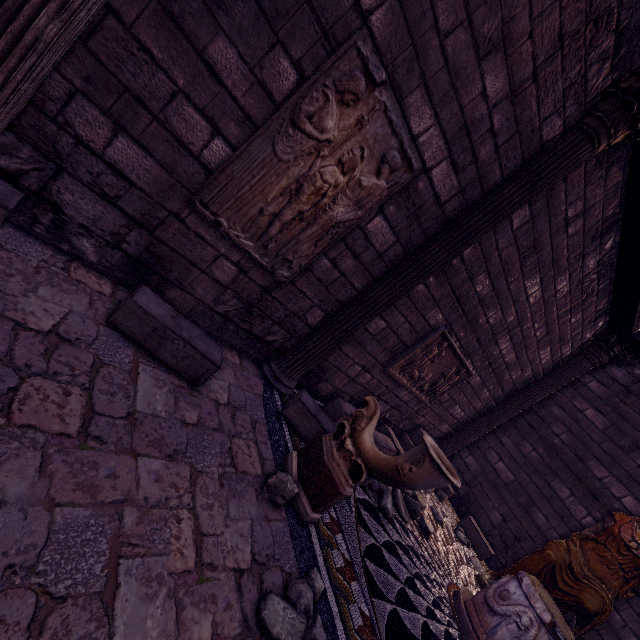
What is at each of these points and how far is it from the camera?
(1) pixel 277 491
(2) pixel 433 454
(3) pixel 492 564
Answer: (1) rocks, 2.55m
(2) sculpture, 2.23m
(3) building, 6.33m

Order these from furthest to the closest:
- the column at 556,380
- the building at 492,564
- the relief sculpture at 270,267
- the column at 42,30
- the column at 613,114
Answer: the column at 556,380, the building at 492,564, the column at 613,114, the relief sculpture at 270,267, the column at 42,30

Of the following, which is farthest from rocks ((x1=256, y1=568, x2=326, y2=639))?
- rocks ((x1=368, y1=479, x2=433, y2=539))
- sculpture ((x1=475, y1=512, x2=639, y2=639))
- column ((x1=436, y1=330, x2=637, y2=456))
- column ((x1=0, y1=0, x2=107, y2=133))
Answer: column ((x1=436, y1=330, x2=637, y2=456))

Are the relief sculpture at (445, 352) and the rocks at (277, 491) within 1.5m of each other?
no

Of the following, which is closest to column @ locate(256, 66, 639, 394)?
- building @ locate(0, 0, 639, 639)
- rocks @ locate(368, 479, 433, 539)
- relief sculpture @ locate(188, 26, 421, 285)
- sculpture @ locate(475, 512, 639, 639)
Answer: building @ locate(0, 0, 639, 639)

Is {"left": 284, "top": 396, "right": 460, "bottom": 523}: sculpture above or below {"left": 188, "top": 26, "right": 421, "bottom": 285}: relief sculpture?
below

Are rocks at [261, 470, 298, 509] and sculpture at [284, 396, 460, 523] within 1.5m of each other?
yes

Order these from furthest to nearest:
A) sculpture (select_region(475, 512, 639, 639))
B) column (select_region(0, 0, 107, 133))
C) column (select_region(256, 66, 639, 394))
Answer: sculpture (select_region(475, 512, 639, 639)) → column (select_region(256, 66, 639, 394)) → column (select_region(0, 0, 107, 133))
